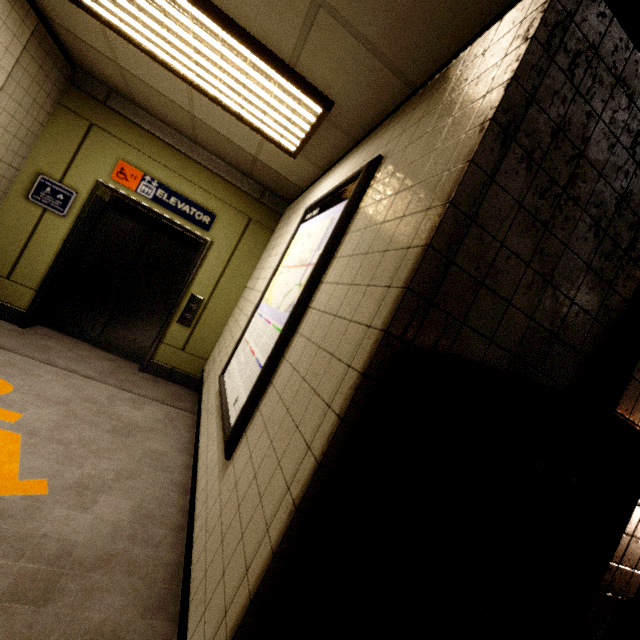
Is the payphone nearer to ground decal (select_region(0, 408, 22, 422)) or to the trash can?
the trash can

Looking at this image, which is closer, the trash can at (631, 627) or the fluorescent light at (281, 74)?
the trash can at (631, 627)

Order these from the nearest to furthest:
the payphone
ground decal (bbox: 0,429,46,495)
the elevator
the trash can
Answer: the payphone < the trash can < ground decal (bbox: 0,429,46,495) < the elevator

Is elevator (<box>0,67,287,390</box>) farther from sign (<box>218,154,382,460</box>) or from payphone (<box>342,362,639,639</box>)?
payphone (<box>342,362,639,639</box>)

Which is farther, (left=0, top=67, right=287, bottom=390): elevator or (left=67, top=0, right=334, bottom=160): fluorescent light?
(left=0, top=67, right=287, bottom=390): elevator

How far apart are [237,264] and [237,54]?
2.6 meters

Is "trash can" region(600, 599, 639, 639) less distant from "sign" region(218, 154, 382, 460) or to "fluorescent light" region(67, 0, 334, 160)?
"sign" region(218, 154, 382, 460)

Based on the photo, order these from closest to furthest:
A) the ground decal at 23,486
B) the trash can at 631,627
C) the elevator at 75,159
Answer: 1. the trash can at 631,627
2. the ground decal at 23,486
3. the elevator at 75,159
